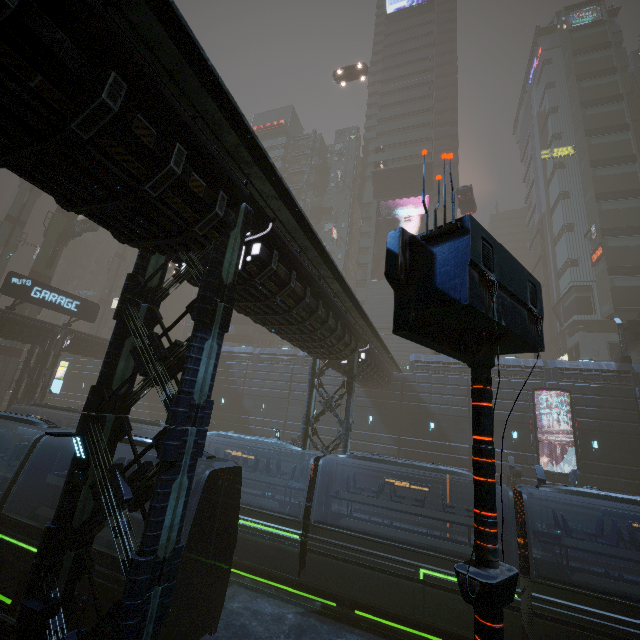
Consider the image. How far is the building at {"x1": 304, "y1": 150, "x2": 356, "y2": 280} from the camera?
54.4 meters

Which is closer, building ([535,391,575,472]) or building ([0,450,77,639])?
building ([0,450,77,639])

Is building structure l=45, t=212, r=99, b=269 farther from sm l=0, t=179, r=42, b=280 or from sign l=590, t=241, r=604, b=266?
sign l=590, t=241, r=604, b=266

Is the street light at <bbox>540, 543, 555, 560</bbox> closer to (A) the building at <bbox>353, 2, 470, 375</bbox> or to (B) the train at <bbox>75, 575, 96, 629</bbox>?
(A) the building at <bbox>353, 2, 470, 375</bbox>

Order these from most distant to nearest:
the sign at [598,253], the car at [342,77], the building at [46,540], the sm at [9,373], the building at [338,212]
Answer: the building at [338,212], the sign at [598,253], the car at [342,77], the sm at [9,373], the building at [46,540]

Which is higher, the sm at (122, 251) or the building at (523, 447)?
the sm at (122, 251)

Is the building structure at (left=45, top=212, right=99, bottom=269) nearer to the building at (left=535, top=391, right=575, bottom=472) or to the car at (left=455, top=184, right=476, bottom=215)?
the building at (left=535, top=391, right=575, bottom=472)

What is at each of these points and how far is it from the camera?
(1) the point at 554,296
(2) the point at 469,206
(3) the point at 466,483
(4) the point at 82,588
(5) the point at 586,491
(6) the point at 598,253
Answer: (1) building, 53.66m
(2) car, 36.88m
(3) building, 27.11m
(4) train, 9.39m
(5) train, 12.15m
(6) sign, 44.91m
